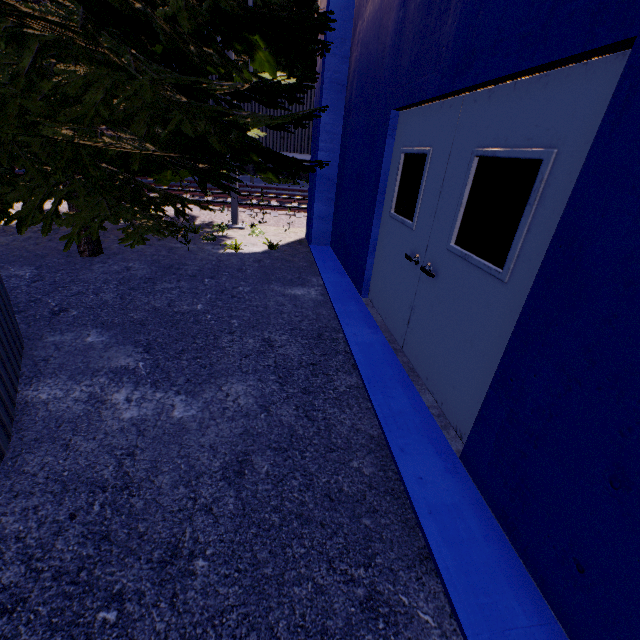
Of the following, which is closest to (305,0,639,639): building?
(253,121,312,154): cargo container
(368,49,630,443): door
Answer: (368,49,630,443): door

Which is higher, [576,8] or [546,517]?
[576,8]

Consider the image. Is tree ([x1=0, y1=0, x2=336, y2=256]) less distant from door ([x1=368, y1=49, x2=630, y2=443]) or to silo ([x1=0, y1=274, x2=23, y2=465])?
silo ([x1=0, y1=274, x2=23, y2=465])

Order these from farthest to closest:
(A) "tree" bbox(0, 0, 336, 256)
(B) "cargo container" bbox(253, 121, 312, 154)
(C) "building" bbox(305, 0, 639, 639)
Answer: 1. (B) "cargo container" bbox(253, 121, 312, 154)
2. (A) "tree" bbox(0, 0, 336, 256)
3. (C) "building" bbox(305, 0, 639, 639)

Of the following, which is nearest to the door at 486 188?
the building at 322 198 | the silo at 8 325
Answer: the building at 322 198

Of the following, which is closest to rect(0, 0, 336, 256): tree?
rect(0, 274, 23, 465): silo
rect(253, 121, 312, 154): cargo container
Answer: rect(0, 274, 23, 465): silo

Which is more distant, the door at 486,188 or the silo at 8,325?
the silo at 8,325

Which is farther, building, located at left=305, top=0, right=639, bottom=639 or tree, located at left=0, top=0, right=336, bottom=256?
tree, located at left=0, top=0, right=336, bottom=256
